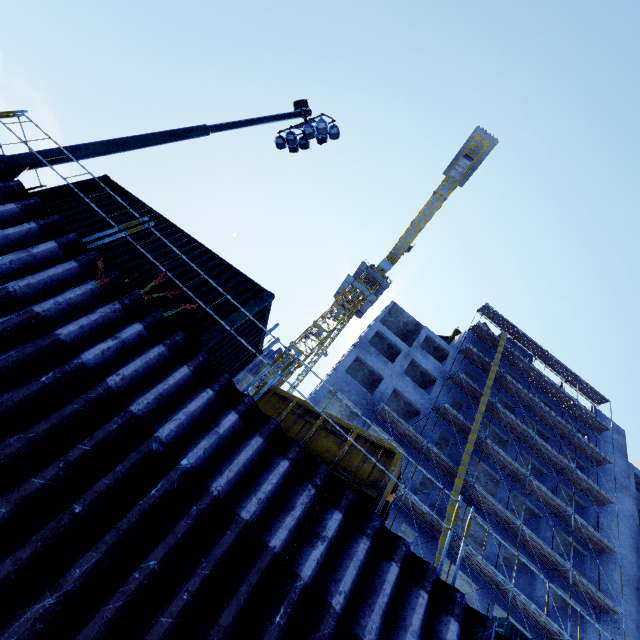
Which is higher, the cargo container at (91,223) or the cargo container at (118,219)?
the cargo container at (118,219)

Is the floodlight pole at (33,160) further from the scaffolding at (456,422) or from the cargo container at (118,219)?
the scaffolding at (456,422)

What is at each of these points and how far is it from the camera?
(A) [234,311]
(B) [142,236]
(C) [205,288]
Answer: (A) cargo container, 6.94m
(B) cargo container, 7.68m
(C) cargo container, 7.10m

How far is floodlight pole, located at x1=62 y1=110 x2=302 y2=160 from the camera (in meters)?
7.61

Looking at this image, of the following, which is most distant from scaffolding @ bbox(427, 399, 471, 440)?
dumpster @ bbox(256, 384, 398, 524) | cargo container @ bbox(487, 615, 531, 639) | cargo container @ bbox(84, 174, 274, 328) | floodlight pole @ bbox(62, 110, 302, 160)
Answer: floodlight pole @ bbox(62, 110, 302, 160)

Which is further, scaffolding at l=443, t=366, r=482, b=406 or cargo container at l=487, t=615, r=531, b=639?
scaffolding at l=443, t=366, r=482, b=406

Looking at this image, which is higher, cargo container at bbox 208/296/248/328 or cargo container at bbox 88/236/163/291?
cargo container at bbox 208/296/248/328

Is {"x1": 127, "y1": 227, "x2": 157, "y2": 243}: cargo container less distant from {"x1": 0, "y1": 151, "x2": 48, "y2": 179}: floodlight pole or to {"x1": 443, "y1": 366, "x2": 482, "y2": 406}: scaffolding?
{"x1": 0, "y1": 151, "x2": 48, "y2": 179}: floodlight pole
